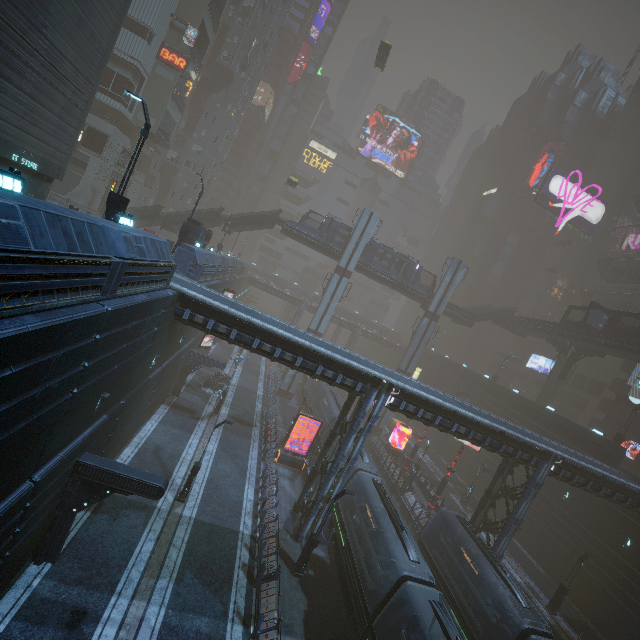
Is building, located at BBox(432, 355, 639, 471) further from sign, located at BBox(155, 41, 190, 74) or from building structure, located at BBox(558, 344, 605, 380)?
building structure, located at BBox(558, 344, 605, 380)

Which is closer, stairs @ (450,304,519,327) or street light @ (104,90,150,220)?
street light @ (104,90,150,220)

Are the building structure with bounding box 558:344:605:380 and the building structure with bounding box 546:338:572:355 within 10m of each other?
yes

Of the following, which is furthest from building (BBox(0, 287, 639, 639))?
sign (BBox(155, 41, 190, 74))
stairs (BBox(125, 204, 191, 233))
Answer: stairs (BBox(125, 204, 191, 233))

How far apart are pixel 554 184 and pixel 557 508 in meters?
52.5 m

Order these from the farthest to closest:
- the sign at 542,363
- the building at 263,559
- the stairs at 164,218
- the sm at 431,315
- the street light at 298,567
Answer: the sign at 542,363, the sm at 431,315, the stairs at 164,218, the street light at 298,567, the building at 263,559

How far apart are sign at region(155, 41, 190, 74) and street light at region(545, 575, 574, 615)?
63.7m

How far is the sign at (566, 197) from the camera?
56.7m
